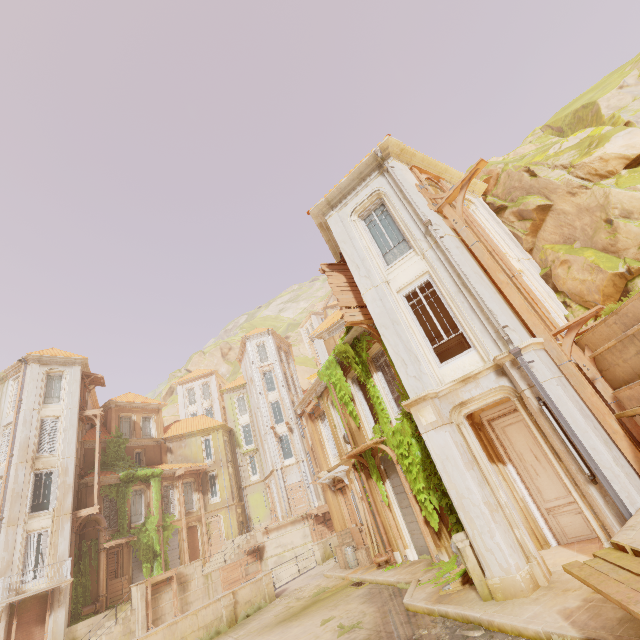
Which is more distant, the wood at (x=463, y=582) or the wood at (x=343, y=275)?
the wood at (x=343, y=275)

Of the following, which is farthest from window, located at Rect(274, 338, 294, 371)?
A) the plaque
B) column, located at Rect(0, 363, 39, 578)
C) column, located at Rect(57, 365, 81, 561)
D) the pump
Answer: the pump

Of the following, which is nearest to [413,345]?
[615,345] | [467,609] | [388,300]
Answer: [388,300]

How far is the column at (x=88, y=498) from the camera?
25.1 meters

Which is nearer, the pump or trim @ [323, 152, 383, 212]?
the pump

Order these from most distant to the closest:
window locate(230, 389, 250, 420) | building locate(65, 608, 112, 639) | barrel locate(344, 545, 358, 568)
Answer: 1. window locate(230, 389, 250, 420)
2. building locate(65, 608, 112, 639)
3. barrel locate(344, 545, 358, 568)

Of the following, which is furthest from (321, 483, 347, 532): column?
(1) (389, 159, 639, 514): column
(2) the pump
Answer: (1) (389, 159, 639, 514): column

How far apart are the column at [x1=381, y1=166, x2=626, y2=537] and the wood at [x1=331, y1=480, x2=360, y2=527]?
12.08m
